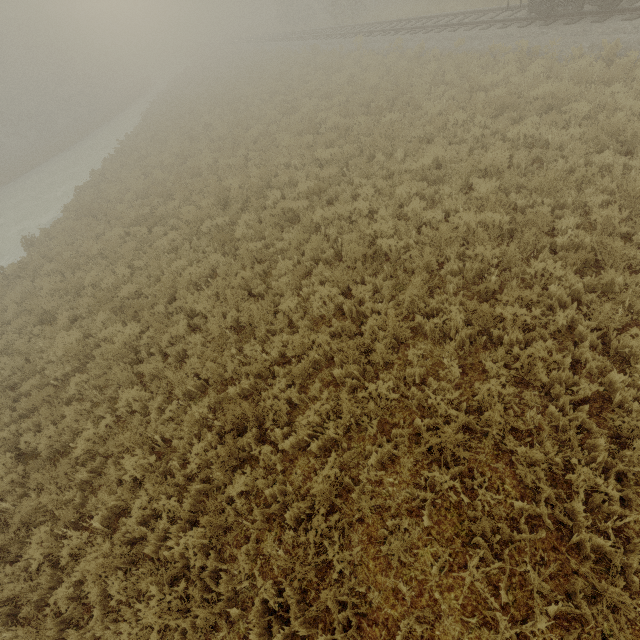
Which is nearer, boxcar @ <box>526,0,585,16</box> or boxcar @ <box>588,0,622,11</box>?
boxcar @ <box>588,0,622,11</box>

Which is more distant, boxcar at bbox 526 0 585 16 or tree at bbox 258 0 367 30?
tree at bbox 258 0 367 30

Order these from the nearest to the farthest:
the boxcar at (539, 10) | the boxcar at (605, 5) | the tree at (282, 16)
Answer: the boxcar at (605, 5) → the boxcar at (539, 10) → the tree at (282, 16)

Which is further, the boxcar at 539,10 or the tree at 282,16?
the tree at 282,16

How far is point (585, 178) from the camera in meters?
6.8 m

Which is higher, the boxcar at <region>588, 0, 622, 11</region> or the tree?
the tree

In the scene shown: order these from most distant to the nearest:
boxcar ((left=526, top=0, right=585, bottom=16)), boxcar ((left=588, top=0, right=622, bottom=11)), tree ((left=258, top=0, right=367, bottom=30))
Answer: tree ((left=258, top=0, right=367, bottom=30)) < boxcar ((left=526, top=0, right=585, bottom=16)) < boxcar ((left=588, top=0, right=622, bottom=11))
